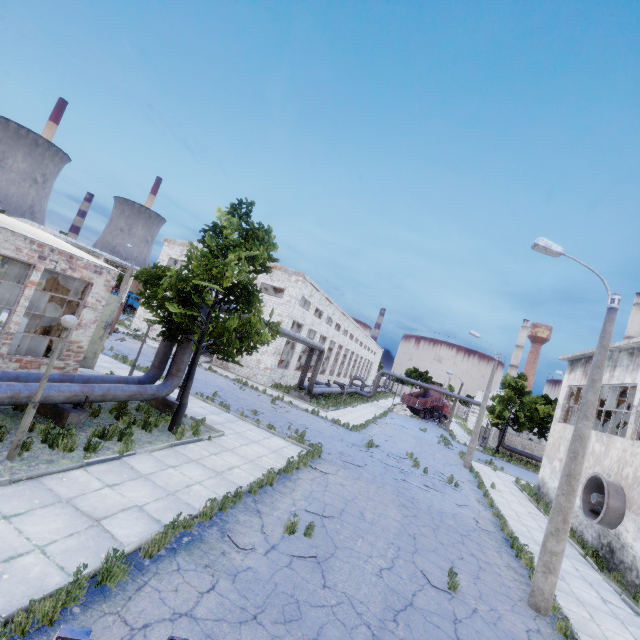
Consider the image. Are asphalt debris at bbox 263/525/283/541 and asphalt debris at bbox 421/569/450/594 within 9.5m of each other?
yes

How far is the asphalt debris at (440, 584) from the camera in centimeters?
793cm

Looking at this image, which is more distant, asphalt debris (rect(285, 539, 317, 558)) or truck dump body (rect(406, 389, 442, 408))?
truck dump body (rect(406, 389, 442, 408))

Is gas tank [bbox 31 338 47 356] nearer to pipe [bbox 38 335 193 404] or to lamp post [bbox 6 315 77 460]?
pipe [bbox 38 335 193 404]

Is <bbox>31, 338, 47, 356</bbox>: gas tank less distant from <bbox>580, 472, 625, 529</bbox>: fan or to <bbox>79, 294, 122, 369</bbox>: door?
<bbox>79, 294, 122, 369</bbox>: door

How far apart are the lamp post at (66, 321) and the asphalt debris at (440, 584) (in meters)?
10.27

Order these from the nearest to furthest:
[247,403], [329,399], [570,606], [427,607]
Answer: [427,607]
[570,606]
[247,403]
[329,399]

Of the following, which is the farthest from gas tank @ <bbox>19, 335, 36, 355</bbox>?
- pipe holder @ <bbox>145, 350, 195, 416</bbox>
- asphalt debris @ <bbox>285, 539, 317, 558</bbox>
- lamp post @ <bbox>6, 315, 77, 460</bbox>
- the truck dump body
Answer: the truck dump body
